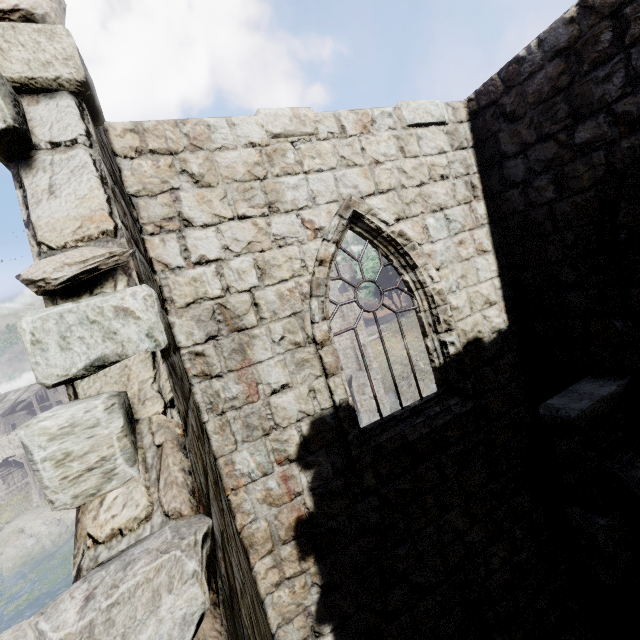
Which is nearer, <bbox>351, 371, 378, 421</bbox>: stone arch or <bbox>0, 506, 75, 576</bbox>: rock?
<bbox>0, 506, 75, 576</bbox>: rock

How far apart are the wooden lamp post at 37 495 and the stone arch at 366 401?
30.5 meters

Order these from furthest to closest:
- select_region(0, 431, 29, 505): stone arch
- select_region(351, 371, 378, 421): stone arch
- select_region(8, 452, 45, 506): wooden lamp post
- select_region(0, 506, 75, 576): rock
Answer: select_region(0, 431, 29, 505): stone arch
select_region(8, 452, 45, 506): wooden lamp post
select_region(351, 371, 378, 421): stone arch
select_region(0, 506, 75, 576): rock

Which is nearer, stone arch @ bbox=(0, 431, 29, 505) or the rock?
the rock

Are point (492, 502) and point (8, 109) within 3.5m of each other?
no

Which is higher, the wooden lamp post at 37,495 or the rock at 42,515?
the wooden lamp post at 37,495

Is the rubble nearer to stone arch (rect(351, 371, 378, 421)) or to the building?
the building

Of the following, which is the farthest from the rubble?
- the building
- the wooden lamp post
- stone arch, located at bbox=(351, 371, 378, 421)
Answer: stone arch, located at bbox=(351, 371, 378, 421)
